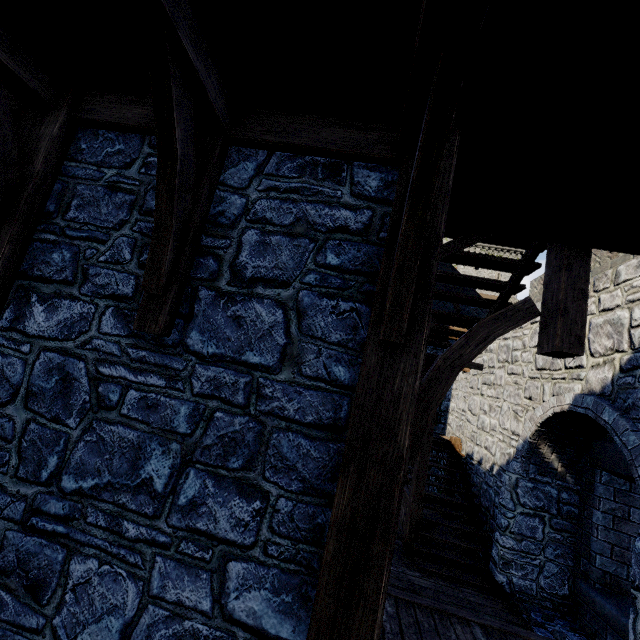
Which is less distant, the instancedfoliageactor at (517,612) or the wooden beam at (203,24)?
the wooden beam at (203,24)

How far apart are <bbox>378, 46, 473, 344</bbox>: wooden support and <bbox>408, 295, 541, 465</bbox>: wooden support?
1.48m

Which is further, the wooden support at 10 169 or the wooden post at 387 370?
the wooden support at 10 169

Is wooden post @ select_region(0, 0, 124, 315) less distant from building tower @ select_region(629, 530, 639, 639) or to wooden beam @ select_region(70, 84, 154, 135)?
wooden beam @ select_region(70, 84, 154, 135)

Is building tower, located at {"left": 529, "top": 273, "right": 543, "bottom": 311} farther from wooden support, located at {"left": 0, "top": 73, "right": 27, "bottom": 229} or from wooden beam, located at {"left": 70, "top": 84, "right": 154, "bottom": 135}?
wooden support, located at {"left": 0, "top": 73, "right": 27, "bottom": 229}

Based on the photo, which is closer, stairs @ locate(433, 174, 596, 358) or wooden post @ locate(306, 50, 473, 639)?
wooden post @ locate(306, 50, 473, 639)

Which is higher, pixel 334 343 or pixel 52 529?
pixel 334 343

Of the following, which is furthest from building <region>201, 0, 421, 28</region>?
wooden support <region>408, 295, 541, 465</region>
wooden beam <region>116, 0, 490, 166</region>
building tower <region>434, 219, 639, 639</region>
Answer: wooden support <region>408, 295, 541, 465</region>
